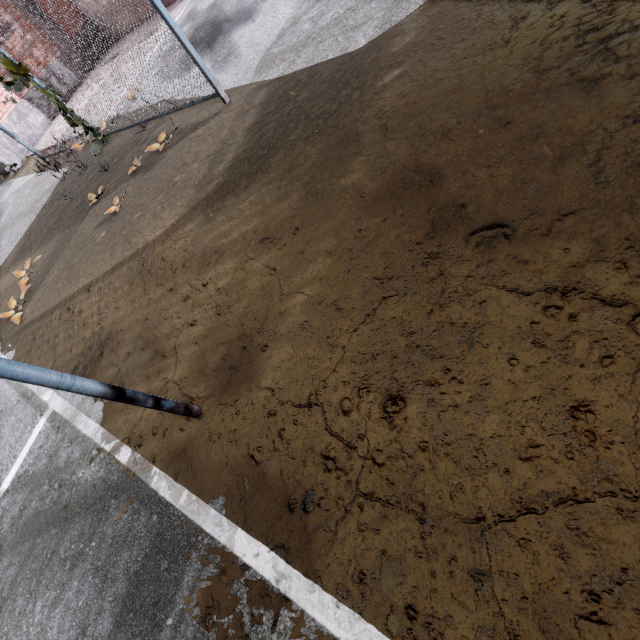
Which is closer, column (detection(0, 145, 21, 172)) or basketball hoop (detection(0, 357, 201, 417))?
basketball hoop (detection(0, 357, 201, 417))

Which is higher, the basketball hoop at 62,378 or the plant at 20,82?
the plant at 20,82

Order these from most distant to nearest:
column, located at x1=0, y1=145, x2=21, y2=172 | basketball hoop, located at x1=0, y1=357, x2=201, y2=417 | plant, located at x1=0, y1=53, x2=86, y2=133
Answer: column, located at x1=0, y1=145, x2=21, y2=172, plant, located at x1=0, y1=53, x2=86, y2=133, basketball hoop, located at x1=0, y1=357, x2=201, y2=417

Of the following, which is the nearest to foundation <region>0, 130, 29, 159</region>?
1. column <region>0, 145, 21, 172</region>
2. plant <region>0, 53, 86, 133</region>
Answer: column <region>0, 145, 21, 172</region>

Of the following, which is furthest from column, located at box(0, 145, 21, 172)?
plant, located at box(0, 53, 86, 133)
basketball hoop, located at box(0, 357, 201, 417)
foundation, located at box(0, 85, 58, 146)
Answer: basketball hoop, located at box(0, 357, 201, 417)

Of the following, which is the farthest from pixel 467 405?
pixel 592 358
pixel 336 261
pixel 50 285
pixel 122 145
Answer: pixel 122 145

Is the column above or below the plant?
below

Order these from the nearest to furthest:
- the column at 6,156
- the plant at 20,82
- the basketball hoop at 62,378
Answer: the basketball hoop at 62,378 → the plant at 20,82 → the column at 6,156
